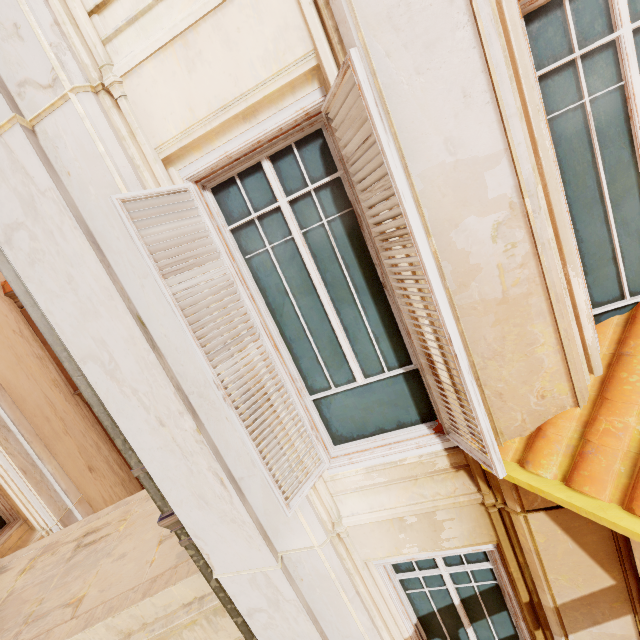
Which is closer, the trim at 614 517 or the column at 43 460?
the trim at 614 517

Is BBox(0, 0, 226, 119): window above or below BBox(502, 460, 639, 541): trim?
above

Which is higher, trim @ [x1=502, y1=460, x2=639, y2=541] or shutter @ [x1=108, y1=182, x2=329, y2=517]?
shutter @ [x1=108, y1=182, x2=329, y2=517]

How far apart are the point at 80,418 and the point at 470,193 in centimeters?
1330cm

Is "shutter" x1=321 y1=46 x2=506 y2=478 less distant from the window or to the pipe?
the window

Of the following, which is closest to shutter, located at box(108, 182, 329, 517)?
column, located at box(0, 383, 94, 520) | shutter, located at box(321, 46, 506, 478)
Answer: shutter, located at box(321, 46, 506, 478)

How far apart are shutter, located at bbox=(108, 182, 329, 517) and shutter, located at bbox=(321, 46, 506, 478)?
0.96m

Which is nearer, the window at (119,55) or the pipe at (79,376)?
the window at (119,55)
